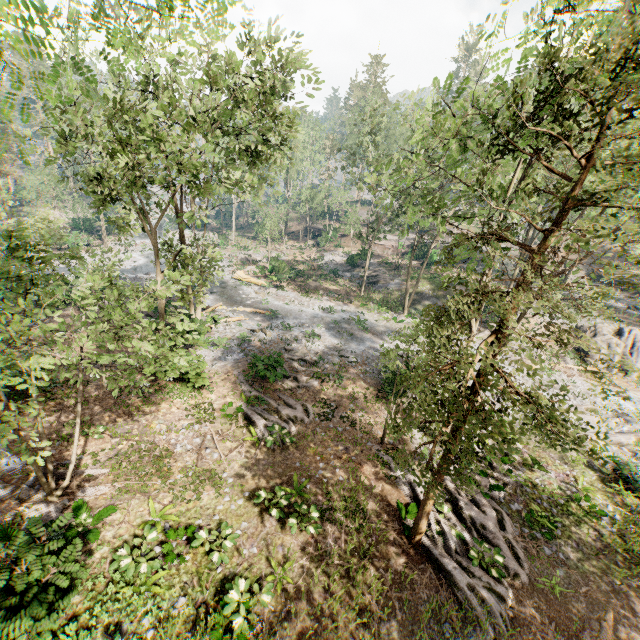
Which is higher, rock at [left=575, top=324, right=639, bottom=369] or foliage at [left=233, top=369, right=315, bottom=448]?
rock at [left=575, top=324, right=639, bottom=369]

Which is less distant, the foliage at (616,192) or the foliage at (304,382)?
the foliage at (616,192)

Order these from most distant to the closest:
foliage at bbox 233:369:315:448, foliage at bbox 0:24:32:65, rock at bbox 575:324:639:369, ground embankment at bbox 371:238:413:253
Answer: ground embankment at bbox 371:238:413:253 < rock at bbox 575:324:639:369 < foliage at bbox 233:369:315:448 < foliage at bbox 0:24:32:65

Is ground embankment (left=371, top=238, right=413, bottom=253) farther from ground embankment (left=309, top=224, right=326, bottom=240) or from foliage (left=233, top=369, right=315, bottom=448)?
ground embankment (left=309, top=224, right=326, bottom=240)

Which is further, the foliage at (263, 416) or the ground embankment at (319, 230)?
the ground embankment at (319, 230)

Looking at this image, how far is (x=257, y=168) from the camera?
15.35m

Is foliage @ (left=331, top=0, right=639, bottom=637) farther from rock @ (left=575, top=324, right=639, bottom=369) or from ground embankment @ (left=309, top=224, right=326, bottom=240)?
ground embankment @ (left=309, top=224, right=326, bottom=240)

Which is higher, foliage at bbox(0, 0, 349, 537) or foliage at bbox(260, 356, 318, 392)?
foliage at bbox(0, 0, 349, 537)
